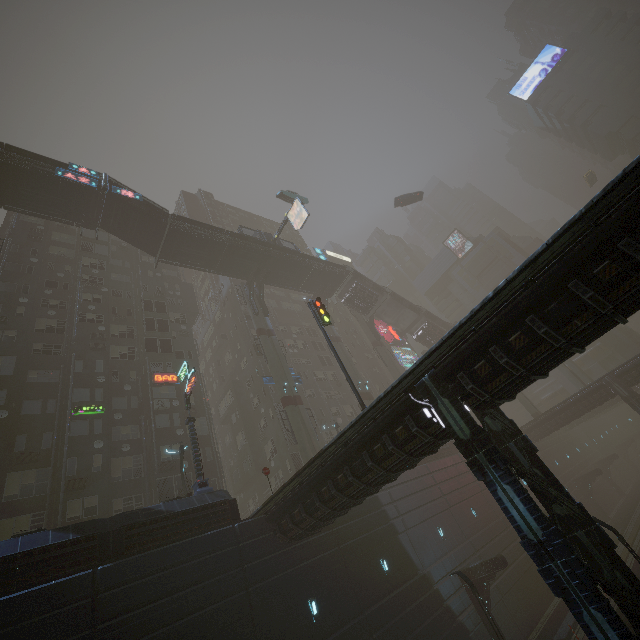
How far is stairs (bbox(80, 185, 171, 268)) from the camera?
30.1 meters

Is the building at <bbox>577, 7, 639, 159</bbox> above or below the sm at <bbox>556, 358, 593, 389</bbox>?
above

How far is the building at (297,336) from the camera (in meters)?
42.06

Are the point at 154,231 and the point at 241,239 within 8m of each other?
no

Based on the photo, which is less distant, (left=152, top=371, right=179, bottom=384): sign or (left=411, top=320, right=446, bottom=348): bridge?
(left=152, top=371, right=179, bottom=384): sign

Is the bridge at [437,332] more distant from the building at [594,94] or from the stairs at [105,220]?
the building at [594,94]

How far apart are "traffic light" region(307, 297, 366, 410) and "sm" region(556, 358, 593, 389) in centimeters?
4146cm

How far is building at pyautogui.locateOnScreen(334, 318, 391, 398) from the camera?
51.8 meters
